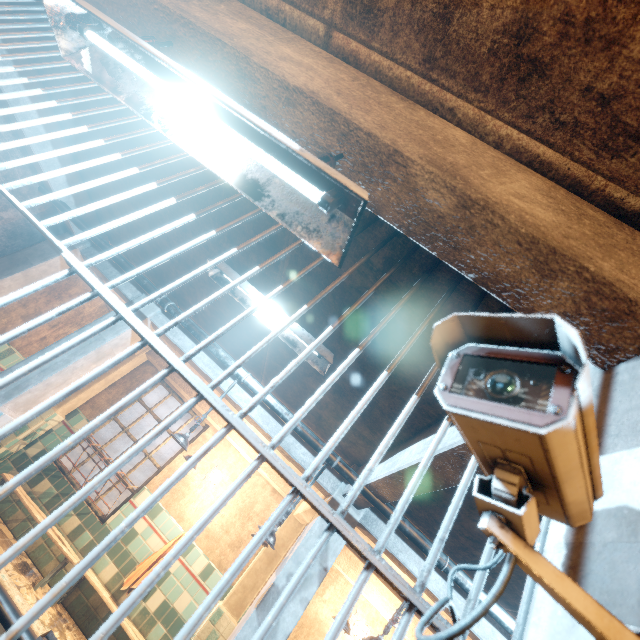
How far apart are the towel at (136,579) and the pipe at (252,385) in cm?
334

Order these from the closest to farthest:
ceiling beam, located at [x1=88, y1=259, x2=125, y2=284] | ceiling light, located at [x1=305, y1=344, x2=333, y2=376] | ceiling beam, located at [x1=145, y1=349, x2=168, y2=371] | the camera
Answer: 1. the camera
2. ceiling light, located at [x1=305, y1=344, x2=333, y2=376]
3. ceiling beam, located at [x1=88, y1=259, x2=125, y2=284]
4. ceiling beam, located at [x1=145, y1=349, x2=168, y2=371]

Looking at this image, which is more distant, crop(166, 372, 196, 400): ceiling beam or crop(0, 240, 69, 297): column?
crop(166, 372, 196, 400): ceiling beam

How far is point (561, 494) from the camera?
0.40m

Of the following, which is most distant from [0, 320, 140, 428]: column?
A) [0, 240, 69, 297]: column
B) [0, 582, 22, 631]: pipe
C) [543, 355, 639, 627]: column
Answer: [543, 355, 639, 627]: column

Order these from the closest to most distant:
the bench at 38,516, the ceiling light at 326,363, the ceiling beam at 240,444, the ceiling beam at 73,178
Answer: the ceiling light at 326,363 → the ceiling beam at 73,178 → the bench at 38,516 → the ceiling beam at 240,444

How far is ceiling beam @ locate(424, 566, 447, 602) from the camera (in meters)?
2.69

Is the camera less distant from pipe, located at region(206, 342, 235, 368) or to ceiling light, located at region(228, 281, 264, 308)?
ceiling light, located at region(228, 281, 264, 308)
